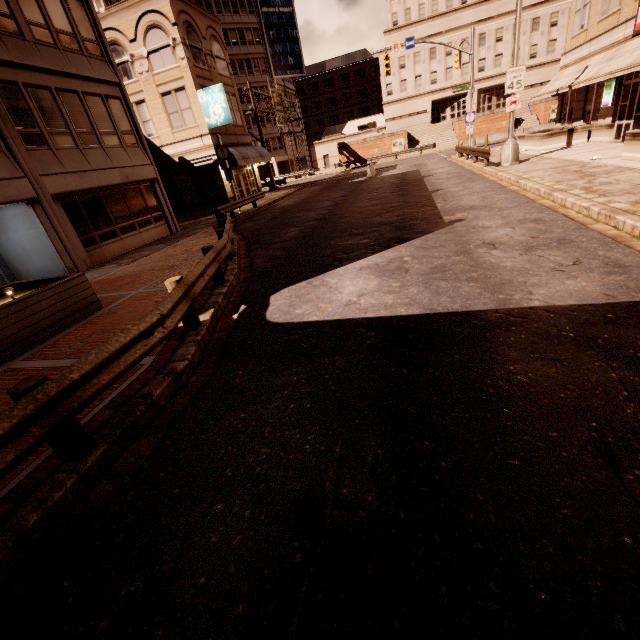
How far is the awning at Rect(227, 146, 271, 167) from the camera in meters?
23.9 m

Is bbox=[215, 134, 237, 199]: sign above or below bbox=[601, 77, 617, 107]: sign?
above

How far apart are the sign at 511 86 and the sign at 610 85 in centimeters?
563cm

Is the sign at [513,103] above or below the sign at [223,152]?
below

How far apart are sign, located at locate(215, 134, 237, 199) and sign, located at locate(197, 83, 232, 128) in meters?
3.5

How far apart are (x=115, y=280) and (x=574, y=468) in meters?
12.6 m

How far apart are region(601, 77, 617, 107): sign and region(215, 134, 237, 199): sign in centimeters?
2168cm

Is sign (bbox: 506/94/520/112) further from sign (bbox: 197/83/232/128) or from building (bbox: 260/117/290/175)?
building (bbox: 260/117/290/175)
